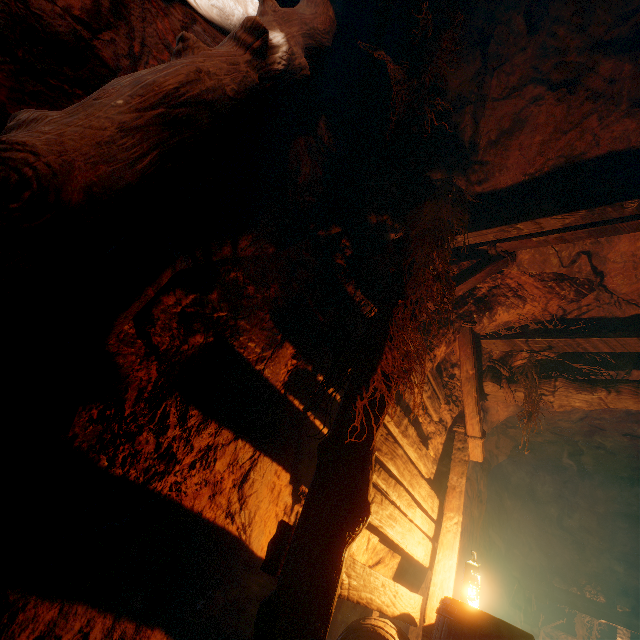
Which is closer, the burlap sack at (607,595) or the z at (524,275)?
the z at (524,275)

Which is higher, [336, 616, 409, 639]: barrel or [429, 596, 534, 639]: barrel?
[429, 596, 534, 639]: barrel

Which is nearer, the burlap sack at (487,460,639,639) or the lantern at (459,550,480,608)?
the lantern at (459,550,480,608)

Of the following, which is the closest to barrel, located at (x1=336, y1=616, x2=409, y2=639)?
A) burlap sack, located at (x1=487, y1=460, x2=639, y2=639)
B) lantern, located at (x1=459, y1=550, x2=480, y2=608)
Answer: lantern, located at (x1=459, y1=550, x2=480, y2=608)

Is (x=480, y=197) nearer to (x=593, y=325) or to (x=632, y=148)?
(x=632, y=148)

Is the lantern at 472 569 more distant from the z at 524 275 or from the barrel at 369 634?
the z at 524 275

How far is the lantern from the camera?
2.93m

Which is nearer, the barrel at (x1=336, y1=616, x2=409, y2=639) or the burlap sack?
the barrel at (x1=336, y1=616, x2=409, y2=639)
